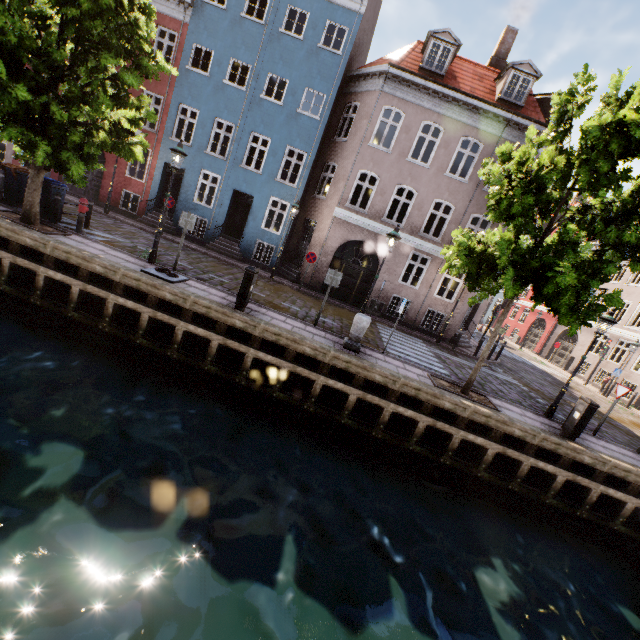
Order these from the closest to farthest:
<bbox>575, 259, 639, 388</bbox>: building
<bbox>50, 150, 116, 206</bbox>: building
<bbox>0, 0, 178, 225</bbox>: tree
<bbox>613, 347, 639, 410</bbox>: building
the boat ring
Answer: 1. <bbox>0, 0, 178, 225</bbox>: tree
2. the boat ring
3. <bbox>50, 150, 116, 206</bbox>: building
4. <bbox>613, 347, 639, 410</bbox>: building
5. <bbox>575, 259, 639, 388</bbox>: building

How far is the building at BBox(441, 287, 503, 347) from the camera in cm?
1702

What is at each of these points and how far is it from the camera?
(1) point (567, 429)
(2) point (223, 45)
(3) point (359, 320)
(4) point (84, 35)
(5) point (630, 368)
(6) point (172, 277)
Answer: (1) electrical box, 9.04m
(2) building, 15.91m
(3) pillar, 9.27m
(4) tree, 8.05m
(5) building, 21.36m
(6) boat ring, 9.52m

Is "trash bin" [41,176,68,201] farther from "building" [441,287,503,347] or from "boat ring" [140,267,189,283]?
"building" [441,287,503,347]

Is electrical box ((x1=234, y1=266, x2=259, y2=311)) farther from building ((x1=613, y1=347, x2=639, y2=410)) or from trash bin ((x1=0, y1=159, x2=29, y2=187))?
trash bin ((x1=0, y1=159, x2=29, y2=187))

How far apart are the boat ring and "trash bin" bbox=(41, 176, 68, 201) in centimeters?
490cm

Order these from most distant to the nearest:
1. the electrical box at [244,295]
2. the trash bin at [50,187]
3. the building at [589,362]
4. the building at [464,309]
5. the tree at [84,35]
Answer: the building at [589,362], the building at [464,309], the trash bin at [50,187], the electrical box at [244,295], the tree at [84,35]

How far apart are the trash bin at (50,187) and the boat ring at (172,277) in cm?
490
